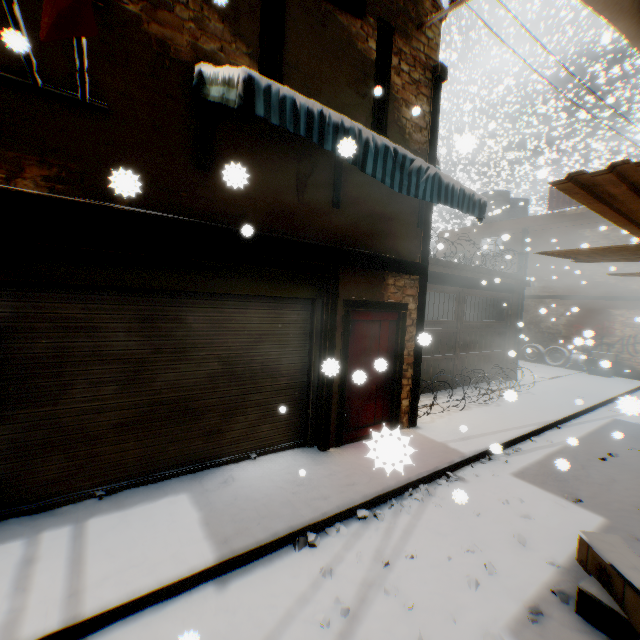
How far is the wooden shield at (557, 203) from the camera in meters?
14.6 m

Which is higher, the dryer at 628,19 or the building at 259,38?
the building at 259,38

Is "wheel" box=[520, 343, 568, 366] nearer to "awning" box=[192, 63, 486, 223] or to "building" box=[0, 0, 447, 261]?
"building" box=[0, 0, 447, 261]

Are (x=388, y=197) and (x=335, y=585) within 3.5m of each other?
no

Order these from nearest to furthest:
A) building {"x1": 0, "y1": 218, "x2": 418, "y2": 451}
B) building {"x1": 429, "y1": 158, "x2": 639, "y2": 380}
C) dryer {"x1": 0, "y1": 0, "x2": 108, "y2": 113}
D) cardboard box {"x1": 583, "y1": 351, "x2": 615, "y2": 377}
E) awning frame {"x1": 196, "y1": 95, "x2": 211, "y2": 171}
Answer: dryer {"x1": 0, "y1": 0, "x2": 108, "y2": 113}, building {"x1": 429, "y1": 158, "x2": 639, "y2": 380}, building {"x1": 0, "y1": 218, "x2": 418, "y2": 451}, awning frame {"x1": 196, "y1": 95, "x2": 211, "y2": 171}, cardboard box {"x1": 583, "y1": 351, "x2": 615, "y2": 377}

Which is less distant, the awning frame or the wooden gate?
the awning frame

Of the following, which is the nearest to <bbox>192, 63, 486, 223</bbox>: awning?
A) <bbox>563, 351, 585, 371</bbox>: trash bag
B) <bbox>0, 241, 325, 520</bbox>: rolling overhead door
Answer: <bbox>0, 241, 325, 520</bbox>: rolling overhead door

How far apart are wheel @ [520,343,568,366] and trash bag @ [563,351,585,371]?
0.0m
